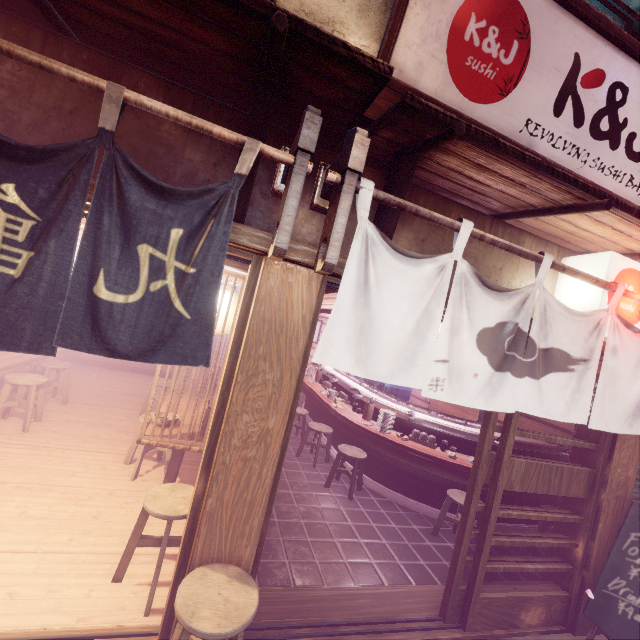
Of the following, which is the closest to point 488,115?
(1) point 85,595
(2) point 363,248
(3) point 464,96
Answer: (3) point 464,96

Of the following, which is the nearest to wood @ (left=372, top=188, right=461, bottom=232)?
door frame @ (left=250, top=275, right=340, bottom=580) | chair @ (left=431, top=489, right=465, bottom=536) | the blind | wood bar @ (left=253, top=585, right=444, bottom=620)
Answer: door frame @ (left=250, top=275, right=340, bottom=580)

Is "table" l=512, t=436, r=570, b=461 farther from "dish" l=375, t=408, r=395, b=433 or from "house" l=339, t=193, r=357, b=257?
"house" l=339, t=193, r=357, b=257

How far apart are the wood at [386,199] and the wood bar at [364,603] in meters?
6.2 m

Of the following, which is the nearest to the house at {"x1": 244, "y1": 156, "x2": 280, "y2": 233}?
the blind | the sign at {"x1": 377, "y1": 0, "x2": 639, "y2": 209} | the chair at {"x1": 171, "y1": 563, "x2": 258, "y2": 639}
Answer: the sign at {"x1": 377, "y1": 0, "x2": 639, "y2": 209}

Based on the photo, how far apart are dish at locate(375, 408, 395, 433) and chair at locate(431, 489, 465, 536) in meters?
2.0 m

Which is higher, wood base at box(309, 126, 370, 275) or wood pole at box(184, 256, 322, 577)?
wood base at box(309, 126, 370, 275)

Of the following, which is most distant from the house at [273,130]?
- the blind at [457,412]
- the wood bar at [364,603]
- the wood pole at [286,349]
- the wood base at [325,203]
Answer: the blind at [457,412]
